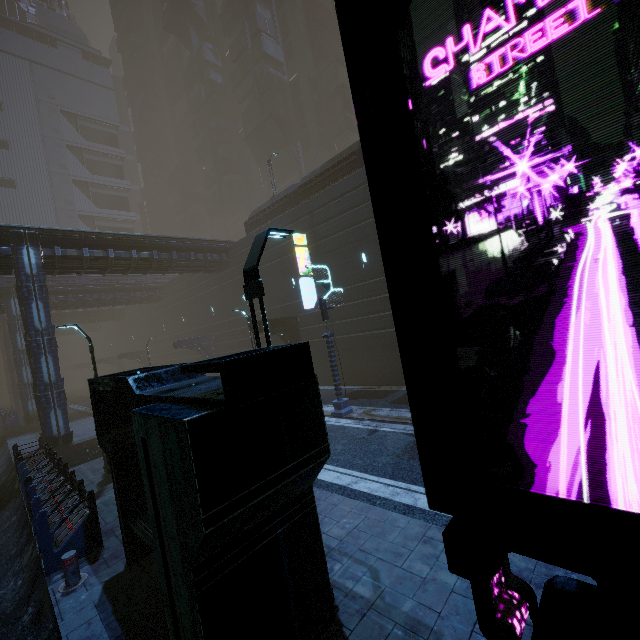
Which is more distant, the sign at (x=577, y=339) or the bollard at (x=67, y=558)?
the bollard at (x=67, y=558)

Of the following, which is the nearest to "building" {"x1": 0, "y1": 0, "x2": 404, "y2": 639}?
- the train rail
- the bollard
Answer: the train rail

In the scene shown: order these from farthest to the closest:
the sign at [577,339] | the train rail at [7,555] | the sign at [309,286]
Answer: the sign at [309,286] < the train rail at [7,555] < the sign at [577,339]

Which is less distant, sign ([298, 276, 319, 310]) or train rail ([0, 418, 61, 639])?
train rail ([0, 418, 61, 639])

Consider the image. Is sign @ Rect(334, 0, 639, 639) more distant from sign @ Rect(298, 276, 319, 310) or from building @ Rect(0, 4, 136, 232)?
sign @ Rect(298, 276, 319, 310)

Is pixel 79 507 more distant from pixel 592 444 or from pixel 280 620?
pixel 592 444

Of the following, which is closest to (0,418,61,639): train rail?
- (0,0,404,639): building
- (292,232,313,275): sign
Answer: (0,0,404,639): building

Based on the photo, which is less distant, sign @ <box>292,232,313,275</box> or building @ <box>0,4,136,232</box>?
sign @ <box>292,232,313,275</box>
